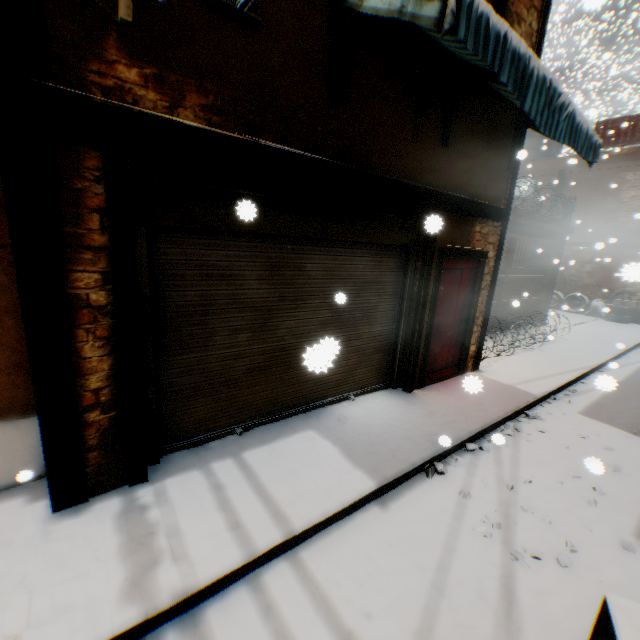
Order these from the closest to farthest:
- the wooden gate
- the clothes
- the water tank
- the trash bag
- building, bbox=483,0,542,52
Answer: the clothes < building, bbox=483,0,542,52 < the wooden gate < the trash bag < the water tank

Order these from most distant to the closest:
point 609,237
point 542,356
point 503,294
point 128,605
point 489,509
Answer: point 609,237 < point 503,294 < point 542,356 < point 489,509 < point 128,605

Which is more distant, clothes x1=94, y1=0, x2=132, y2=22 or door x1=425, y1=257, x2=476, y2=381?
Result: door x1=425, y1=257, x2=476, y2=381

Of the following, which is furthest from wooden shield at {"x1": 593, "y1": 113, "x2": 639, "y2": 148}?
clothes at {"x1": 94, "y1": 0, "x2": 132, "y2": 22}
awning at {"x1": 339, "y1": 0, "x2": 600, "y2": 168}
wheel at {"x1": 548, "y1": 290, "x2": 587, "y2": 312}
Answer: clothes at {"x1": 94, "y1": 0, "x2": 132, "y2": 22}

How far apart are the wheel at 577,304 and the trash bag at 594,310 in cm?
3

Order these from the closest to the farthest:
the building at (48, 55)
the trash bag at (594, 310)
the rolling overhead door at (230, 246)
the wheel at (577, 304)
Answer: the building at (48, 55), the rolling overhead door at (230, 246), the trash bag at (594, 310), the wheel at (577, 304)

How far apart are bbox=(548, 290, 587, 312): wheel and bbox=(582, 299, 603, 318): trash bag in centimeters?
3cm

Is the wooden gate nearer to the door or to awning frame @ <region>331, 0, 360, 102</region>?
the door
